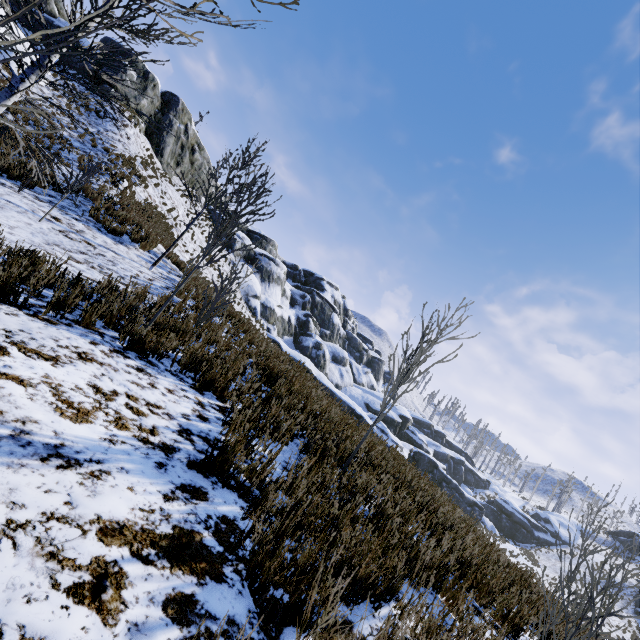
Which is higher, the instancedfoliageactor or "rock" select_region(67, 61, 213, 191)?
"rock" select_region(67, 61, 213, 191)

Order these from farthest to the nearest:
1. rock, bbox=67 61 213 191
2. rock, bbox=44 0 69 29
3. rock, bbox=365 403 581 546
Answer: rock, bbox=67 61 213 191, rock, bbox=44 0 69 29, rock, bbox=365 403 581 546

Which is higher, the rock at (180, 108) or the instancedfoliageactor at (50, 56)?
the rock at (180, 108)

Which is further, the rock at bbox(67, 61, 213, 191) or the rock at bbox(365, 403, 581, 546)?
the rock at bbox(67, 61, 213, 191)

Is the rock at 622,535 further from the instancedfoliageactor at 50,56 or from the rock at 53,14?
the instancedfoliageactor at 50,56

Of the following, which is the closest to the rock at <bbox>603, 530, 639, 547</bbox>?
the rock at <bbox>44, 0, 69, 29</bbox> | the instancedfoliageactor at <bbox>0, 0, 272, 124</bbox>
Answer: Result: the rock at <bbox>44, 0, 69, 29</bbox>

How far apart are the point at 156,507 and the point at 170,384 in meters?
2.1 m

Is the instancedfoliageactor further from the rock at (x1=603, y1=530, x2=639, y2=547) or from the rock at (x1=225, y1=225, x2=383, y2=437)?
the rock at (x1=603, y1=530, x2=639, y2=547)
